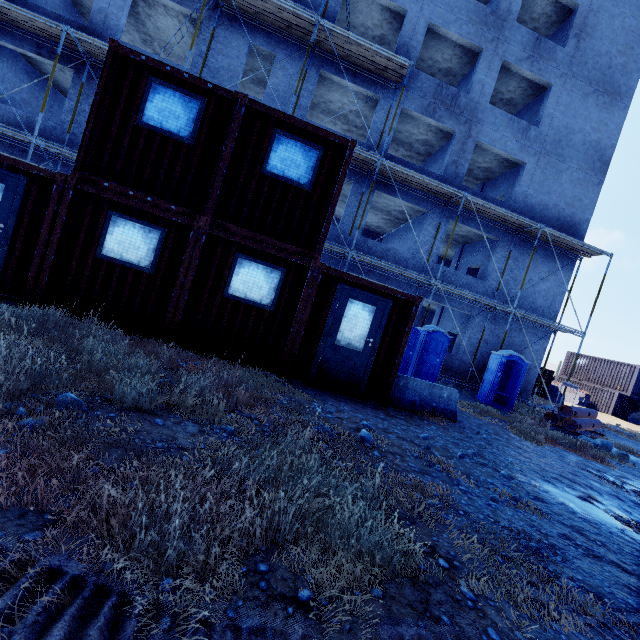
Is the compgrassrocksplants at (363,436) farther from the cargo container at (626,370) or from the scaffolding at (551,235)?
the cargo container at (626,370)

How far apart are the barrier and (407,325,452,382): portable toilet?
4.4m

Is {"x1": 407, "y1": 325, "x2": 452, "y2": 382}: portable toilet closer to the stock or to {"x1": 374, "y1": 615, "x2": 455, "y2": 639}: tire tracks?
the stock

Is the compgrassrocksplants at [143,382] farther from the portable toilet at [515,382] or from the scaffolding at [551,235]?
the portable toilet at [515,382]

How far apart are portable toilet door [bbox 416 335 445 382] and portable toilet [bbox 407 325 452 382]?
0.0 meters

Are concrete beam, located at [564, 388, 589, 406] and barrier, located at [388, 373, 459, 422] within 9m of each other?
no

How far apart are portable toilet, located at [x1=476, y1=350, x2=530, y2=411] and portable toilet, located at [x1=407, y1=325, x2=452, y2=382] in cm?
230

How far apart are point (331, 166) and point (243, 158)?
1.8 meters
